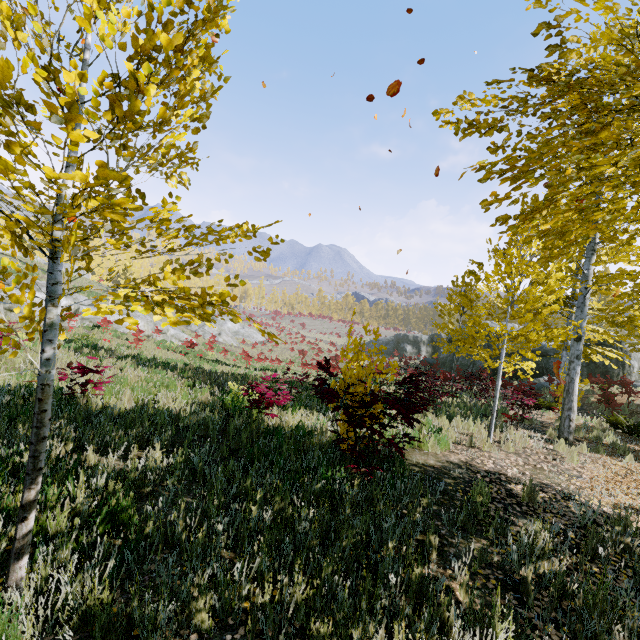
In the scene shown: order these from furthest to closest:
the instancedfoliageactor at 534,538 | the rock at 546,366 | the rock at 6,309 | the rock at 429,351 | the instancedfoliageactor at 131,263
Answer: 1. the rock at 429,351
2. the rock at 546,366
3. the rock at 6,309
4. the instancedfoliageactor at 534,538
5. the instancedfoliageactor at 131,263

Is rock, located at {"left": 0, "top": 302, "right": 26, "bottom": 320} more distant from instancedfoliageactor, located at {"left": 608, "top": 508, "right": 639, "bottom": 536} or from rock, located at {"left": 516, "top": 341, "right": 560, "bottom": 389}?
rock, located at {"left": 516, "top": 341, "right": 560, "bottom": 389}

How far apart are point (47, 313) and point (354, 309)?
4.1m

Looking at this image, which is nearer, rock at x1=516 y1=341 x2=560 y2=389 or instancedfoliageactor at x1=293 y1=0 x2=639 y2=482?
instancedfoliageactor at x1=293 y1=0 x2=639 y2=482

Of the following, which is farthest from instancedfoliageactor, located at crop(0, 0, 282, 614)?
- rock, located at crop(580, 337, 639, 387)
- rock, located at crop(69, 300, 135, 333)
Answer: rock, located at crop(69, 300, 135, 333)

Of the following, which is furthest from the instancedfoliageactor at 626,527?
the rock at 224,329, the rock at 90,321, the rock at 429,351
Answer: the rock at 224,329

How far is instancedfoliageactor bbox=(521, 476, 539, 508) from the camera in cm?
487
